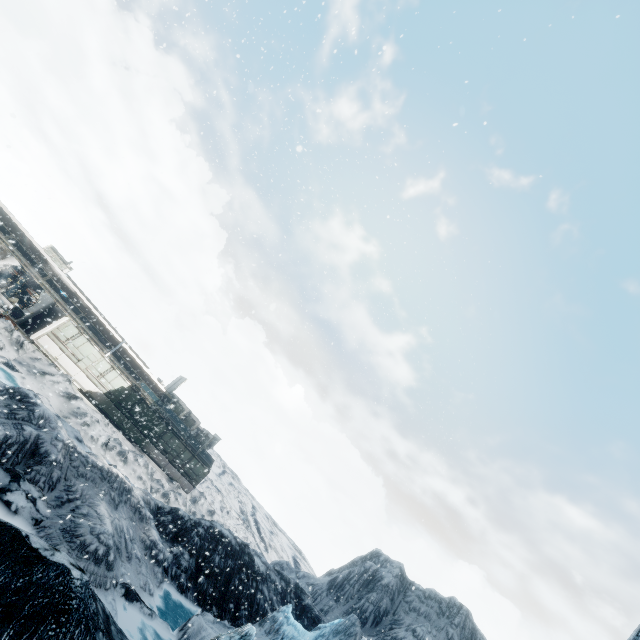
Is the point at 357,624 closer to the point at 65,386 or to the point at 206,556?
the point at 206,556
